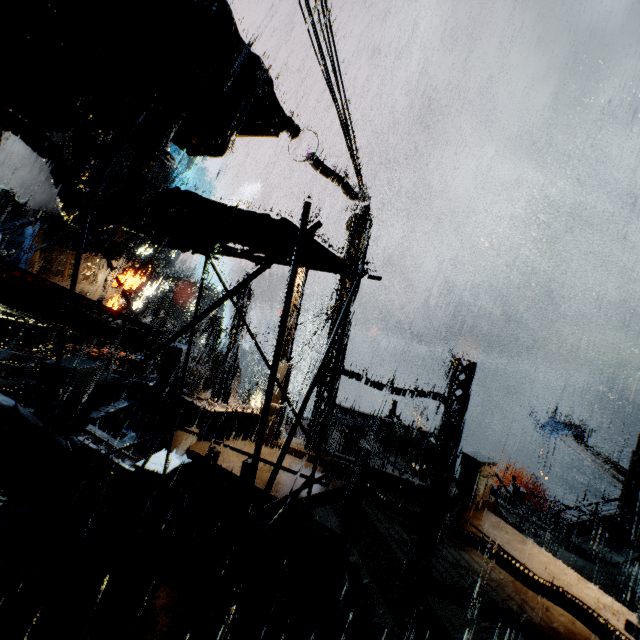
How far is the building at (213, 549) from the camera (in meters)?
6.93

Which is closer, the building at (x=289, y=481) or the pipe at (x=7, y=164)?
the building at (x=289, y=481)

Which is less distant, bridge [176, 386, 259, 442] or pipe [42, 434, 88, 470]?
pipe [42, 434, 88, 470]

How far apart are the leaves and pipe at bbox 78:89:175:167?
7.8 meters

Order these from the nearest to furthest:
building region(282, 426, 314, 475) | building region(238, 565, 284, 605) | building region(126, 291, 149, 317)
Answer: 1. building region(238, 565, 284, 605)
2. building region(282, 426, 314, 475)
3. building region(126, 291, 149, 317)

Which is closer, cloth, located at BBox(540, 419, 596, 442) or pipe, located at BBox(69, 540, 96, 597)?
pipe, located at BBox(69, 540, 96, 597)

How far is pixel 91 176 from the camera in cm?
669

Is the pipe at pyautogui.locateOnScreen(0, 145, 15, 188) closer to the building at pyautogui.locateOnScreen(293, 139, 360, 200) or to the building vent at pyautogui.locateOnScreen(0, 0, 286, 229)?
the building at pyautogui.locateOnScreen(293, 139, 360, 200)
